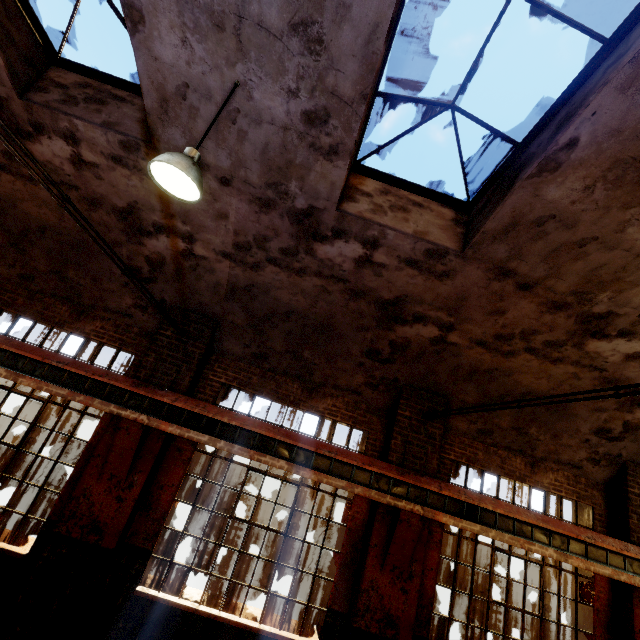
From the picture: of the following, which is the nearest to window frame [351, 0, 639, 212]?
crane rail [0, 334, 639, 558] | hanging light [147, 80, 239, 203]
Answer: hanging light [147, 80, 239, 203]

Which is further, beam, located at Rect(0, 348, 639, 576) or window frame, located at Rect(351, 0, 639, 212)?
beam, located at Rect(0, 348, 639, 576)

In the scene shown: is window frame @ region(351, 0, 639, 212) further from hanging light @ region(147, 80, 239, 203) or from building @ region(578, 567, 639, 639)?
hanging light @ region(147, 80, 239, 203)

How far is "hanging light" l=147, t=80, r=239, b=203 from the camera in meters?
3.1 m

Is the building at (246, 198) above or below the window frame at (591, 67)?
below

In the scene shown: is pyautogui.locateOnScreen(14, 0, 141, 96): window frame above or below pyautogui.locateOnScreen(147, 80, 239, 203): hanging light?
above

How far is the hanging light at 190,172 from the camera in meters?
3.1 m

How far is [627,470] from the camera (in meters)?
6.67
